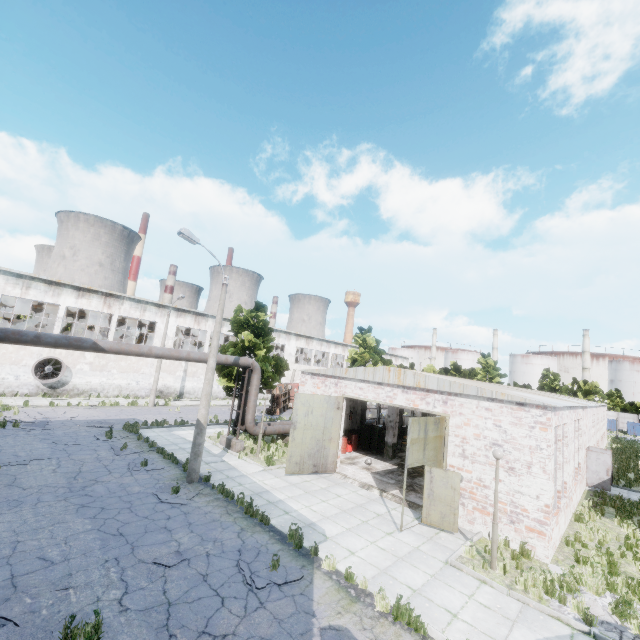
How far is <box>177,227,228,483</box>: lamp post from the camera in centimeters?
1329cm

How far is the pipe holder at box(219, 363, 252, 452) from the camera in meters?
18.4 m

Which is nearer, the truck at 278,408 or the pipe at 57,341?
the pipe at 57,341

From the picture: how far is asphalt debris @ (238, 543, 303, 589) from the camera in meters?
7.8 m

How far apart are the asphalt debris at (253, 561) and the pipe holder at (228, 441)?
9.3m

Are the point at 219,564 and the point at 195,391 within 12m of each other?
no

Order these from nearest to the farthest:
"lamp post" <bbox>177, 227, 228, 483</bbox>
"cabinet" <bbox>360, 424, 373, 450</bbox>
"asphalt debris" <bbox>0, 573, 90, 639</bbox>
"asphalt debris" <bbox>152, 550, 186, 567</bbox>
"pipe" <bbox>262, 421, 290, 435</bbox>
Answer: "asphalt debris" <bbox>0, 573, 90, 639</bbox> < "asphalt debris" <bbox>152, 550, 186, 567</bbox> < "lamp post" <bbox>177, 227, 228, 483</bbox> < "pipe" <bbox>262, 421, 290, 435</bbox> < "cabinet" <bbox>360, 424, 373, 450</bbox>

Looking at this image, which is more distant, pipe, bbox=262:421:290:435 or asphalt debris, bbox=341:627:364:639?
pipe, bbox=262:421:290:435
